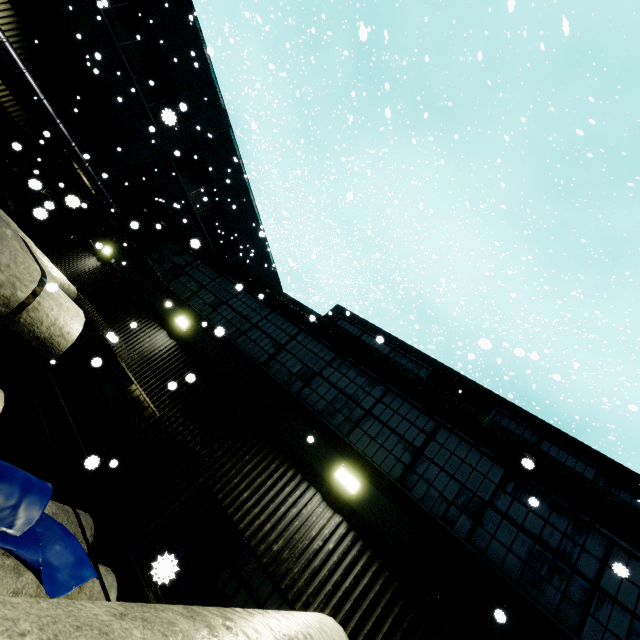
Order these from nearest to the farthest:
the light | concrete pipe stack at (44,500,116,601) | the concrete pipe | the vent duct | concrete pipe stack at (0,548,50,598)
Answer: the concrete pipe, concrete pipe stack at (0,548,50,598), concrete pipe stack at (44,500,116,601), the light, the vent duct

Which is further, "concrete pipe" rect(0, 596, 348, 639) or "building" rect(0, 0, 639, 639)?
"building" rect(0, 0, 639, 639)

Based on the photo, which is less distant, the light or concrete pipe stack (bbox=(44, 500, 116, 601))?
concrete pipe stack (bbox=(44, 500, 116, 601))

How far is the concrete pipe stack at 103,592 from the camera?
4.3m

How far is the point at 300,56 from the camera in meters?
21.5 m

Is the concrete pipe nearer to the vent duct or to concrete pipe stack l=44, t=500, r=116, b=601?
concrete pipe stack l=44, t=500, r=116, b=601

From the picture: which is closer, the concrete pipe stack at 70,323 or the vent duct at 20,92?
the concrete pipe stack at 70,323

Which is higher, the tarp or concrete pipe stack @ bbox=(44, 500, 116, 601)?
the tarp
